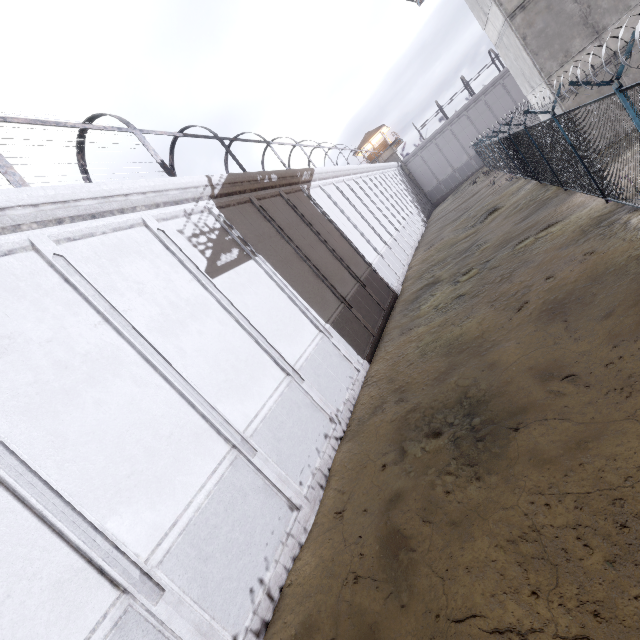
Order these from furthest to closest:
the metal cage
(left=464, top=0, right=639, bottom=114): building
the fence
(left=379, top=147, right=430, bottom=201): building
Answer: (left=379, top=147, right=430, bottom=201): building < (left=464, top=0, right=639, bottom=114): building < the metal cage < the fence

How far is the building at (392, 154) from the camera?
49.4m

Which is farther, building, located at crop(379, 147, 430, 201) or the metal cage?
building, located at crop(379, 147, 430, 201)

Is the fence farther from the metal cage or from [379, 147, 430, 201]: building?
[379, 147, 430, 201]: building

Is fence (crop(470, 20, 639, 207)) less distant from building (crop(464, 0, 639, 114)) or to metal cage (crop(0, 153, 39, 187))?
building (crop(464, 0, 639, 114))

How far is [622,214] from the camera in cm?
816

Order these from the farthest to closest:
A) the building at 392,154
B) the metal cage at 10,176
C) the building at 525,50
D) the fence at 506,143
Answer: the building at 392,154 → the building at 525,50 → the metal cage at 10,176 → the fence at 506,143

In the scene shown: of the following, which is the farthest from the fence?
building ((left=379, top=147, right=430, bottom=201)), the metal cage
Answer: building ((left=379, top=147, right=430, bottom=201))
